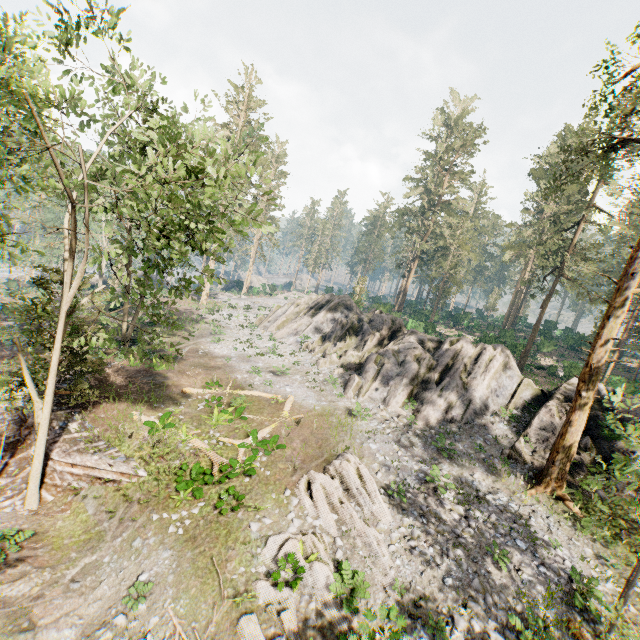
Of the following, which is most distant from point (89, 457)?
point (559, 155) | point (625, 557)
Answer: point (559, 155)

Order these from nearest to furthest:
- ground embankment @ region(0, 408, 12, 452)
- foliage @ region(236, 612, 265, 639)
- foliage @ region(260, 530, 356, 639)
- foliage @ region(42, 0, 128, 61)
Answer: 1. foliage @ region(236, 612, 265, 639)
2. foliage @ region(260, 530, 356, 639)
3. foliage @ region(42, 0, 128, 61)
4. ground embankment @ region(0, 408, 12, 452)

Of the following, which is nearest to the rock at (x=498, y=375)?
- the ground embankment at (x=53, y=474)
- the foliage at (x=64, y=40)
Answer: the foliage at (x=64, y=40)

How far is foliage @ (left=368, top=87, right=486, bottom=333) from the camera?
47.12m

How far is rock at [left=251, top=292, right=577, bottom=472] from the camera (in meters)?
19.59

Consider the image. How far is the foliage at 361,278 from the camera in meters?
43.4

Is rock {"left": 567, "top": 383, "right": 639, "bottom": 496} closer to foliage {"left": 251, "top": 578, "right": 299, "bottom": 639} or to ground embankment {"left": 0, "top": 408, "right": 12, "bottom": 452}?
foliage {"left": 251, "top": 578, "right": 299, "bottom": 639}
